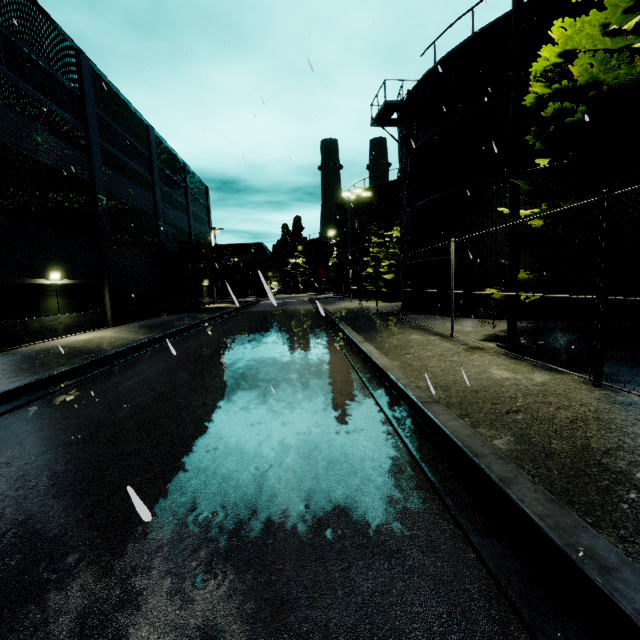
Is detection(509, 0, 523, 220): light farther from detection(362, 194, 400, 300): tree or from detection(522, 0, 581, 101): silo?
detection(362, 194, 400, 300): tree

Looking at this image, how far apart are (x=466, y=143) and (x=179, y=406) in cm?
1582

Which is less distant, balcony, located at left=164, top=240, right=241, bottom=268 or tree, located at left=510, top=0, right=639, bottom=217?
tree, located at left=510, top=0, right=639, bottom=217

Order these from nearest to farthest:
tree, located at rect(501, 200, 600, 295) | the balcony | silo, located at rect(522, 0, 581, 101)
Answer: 1. tree, located at rect(501, 200, 600, 295)
2. silo, located at rect(522, 0, 581, 101)
3. the balcony

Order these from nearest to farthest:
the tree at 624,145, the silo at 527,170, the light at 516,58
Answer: the tree at 624,145 → the light at 516,58 → the silo at 527,170

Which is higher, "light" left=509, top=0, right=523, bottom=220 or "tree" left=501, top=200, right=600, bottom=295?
"light" left=509, top=0, right=523, bottom=220

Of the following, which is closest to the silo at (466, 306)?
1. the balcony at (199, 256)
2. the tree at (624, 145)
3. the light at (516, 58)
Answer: the tree at (624, 145)

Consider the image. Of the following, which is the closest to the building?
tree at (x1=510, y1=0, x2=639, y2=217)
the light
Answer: tree at (x1=510, y1=0, x2=639, y2=217)
